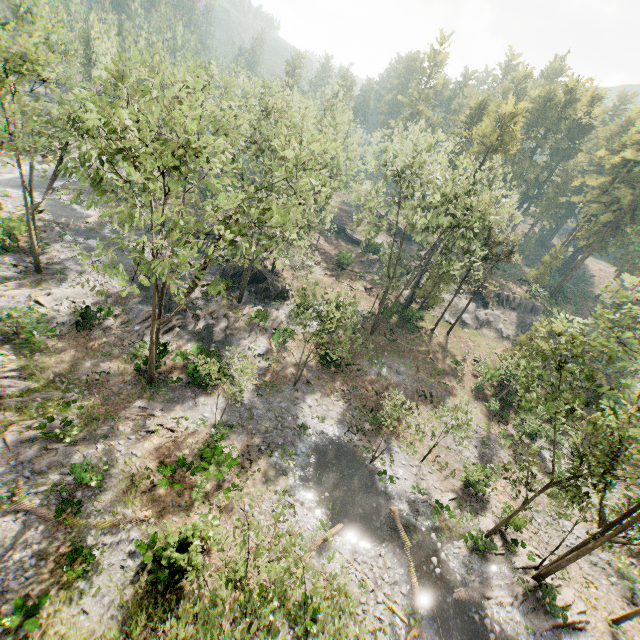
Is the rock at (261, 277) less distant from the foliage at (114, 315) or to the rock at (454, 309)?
the foliage at (114, 315)

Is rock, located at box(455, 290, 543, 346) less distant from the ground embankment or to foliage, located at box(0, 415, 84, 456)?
foliage, located at box(0, 415, 84, 456)

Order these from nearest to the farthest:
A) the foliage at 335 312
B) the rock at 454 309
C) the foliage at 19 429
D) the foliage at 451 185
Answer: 1. the foliage at 451 185
2. the foliage at 19 429
3. the foliage at 335 312
4. the rock at 454 309

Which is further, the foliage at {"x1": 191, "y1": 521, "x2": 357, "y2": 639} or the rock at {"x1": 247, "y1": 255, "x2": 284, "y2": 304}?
the rock at {"x1": 247, "y1": 255, "x2": 284, "y2": 304}

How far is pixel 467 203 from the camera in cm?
2984

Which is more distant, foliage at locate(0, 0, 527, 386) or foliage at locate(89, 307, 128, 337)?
foliage at locate(89, 307, 128, 337)

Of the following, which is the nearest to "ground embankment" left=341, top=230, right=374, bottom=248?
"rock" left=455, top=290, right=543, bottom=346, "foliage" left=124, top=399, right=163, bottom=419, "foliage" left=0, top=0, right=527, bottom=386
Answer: "foliage" left=0, top=0, right=527, bottom=386

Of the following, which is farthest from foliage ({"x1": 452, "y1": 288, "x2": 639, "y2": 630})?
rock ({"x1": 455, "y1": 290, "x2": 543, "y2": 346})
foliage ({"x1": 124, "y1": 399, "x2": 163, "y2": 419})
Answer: foliage ({"x1": 124, "y1": 399, "x2": 163, "y2": 419})
